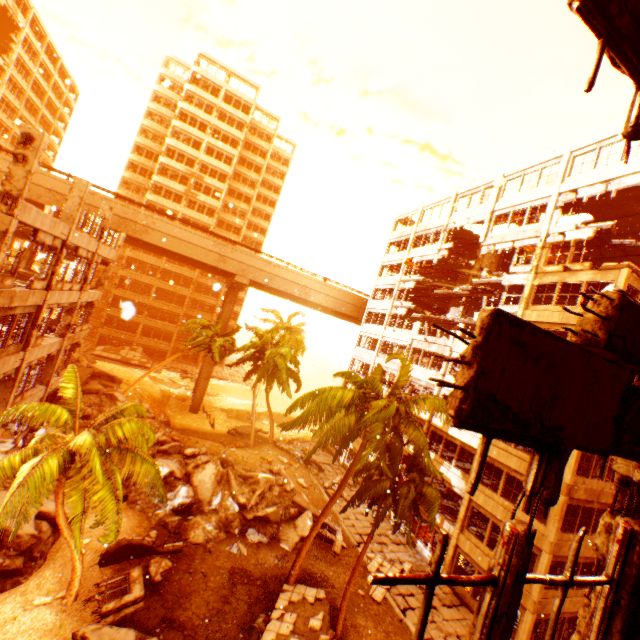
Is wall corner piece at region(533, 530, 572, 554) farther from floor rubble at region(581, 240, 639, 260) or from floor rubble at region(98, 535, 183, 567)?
floor rubble at region(98, 535, 183, 567)

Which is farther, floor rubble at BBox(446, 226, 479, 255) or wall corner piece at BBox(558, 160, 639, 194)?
floor rubble at BBox(446, 226, 479, 255)

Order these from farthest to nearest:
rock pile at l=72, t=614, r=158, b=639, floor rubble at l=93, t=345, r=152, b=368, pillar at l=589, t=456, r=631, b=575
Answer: floor rubble at l=93, t=345, r=152, b=368, rock pile at l=72, t=614, r=158, b=639, pillar at l=589, t=456, r=631, b=575

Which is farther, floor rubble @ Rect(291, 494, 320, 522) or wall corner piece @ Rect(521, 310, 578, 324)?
floor rubble @ Rect(291, 494, 320, 522)

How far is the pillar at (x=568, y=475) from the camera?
16.31m

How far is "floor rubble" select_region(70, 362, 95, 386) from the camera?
26.92m

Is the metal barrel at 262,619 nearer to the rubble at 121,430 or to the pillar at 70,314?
the rubble at 121,430

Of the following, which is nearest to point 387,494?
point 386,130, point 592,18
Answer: point 592,18
